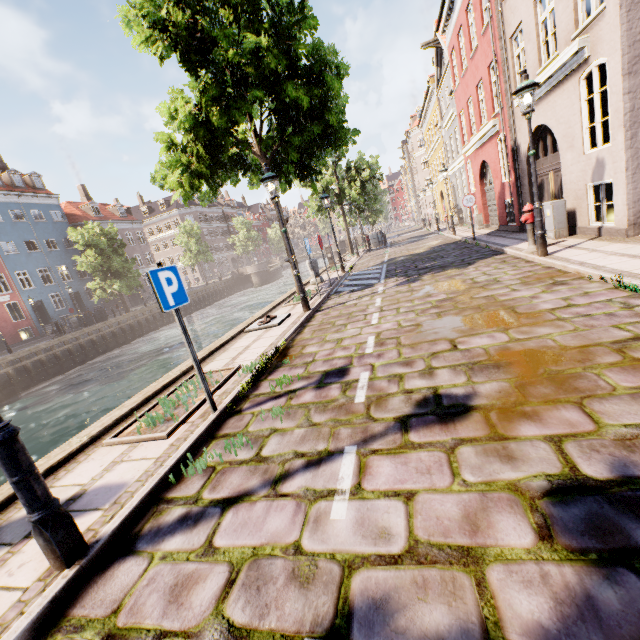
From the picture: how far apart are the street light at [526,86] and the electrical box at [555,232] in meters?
2.1 m

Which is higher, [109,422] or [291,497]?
[109,422]

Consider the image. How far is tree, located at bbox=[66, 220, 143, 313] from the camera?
27.39m

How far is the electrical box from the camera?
9.0 meters

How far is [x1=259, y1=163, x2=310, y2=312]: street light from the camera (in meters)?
7.95

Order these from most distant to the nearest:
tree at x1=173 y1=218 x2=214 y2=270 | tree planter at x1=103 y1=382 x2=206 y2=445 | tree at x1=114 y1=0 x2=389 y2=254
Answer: tree at x1=173 y1=218 x2=214 y2=270 < tree at x1=114 y1=0 x2=389 y2=254 < tree planter at x1=103 y1=382 x2=206 y2=445

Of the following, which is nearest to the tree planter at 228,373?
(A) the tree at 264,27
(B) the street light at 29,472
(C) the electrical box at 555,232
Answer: (B) the street light at 29,472

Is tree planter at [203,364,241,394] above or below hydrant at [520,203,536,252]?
below
